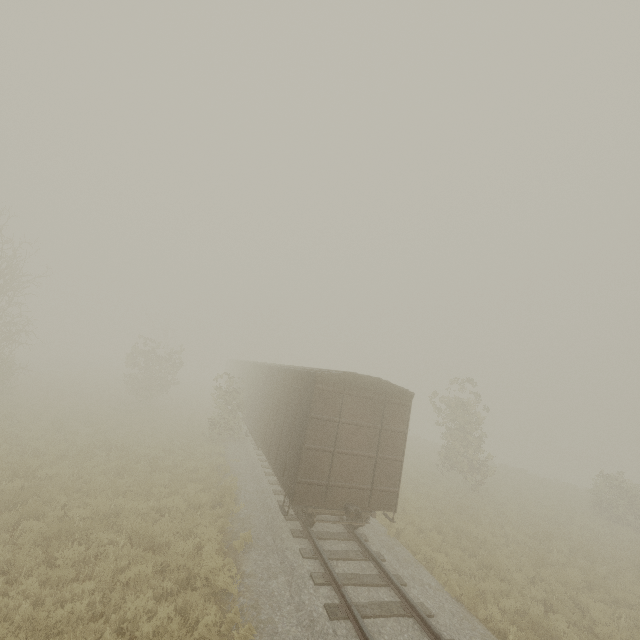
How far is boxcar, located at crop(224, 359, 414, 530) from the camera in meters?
9.2

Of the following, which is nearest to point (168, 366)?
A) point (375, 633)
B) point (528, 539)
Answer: point (375, 633)

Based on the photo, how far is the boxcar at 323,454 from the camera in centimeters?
925cm
